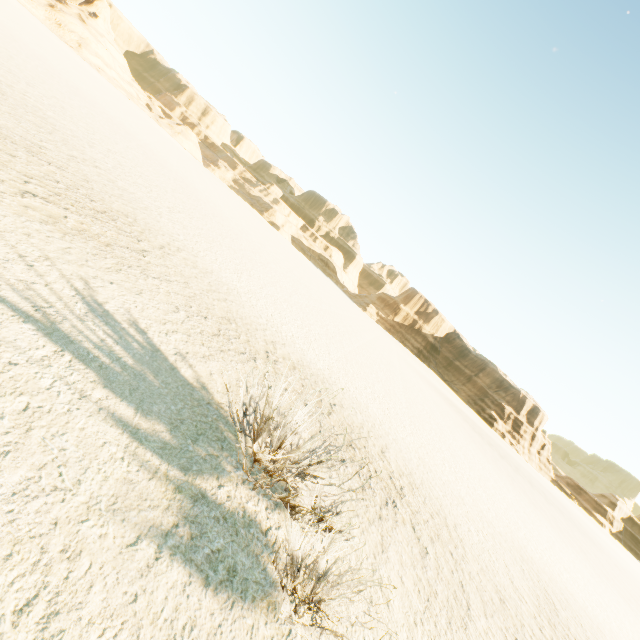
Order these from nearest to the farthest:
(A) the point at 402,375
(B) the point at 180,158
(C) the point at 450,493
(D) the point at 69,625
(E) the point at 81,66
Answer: (D) the point at 69,625, (C) the point at 450,493, (A) the point at 402,375, (B) the point at 180,158, (E) the point at 81,66
